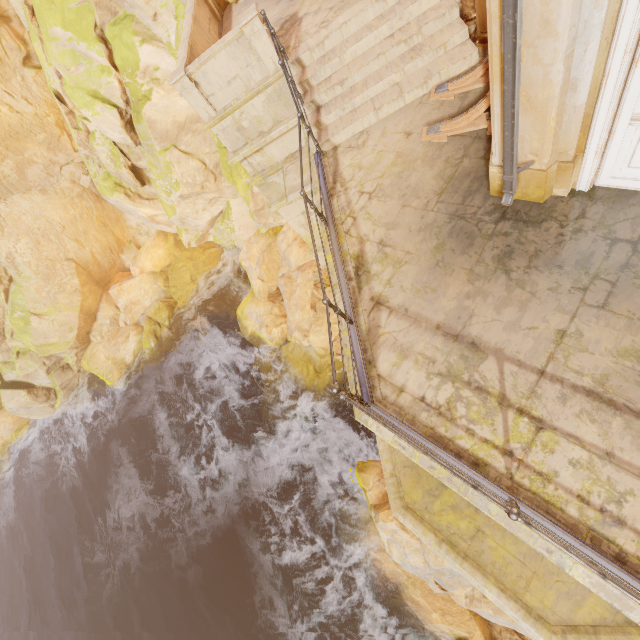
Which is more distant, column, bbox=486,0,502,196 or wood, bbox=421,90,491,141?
wood, bbox=421,90,491,141

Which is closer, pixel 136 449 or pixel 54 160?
pixel 54 160

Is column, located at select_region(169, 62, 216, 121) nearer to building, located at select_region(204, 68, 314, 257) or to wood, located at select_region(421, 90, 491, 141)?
building, located at select_region(204, 68, 314, 257)

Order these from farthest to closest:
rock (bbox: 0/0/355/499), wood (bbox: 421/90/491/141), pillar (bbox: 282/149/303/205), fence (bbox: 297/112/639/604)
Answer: rock (bbox: 0/0/355/499) < pillar (bbox: 282/149/303/205) < wood (bbox: 421/90/491/141) < fence (bbox: 297/112/639/604)

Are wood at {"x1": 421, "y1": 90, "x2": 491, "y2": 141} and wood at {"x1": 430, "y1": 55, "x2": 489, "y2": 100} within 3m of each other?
yes

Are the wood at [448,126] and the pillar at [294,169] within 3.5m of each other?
yes

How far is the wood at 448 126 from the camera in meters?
5.3

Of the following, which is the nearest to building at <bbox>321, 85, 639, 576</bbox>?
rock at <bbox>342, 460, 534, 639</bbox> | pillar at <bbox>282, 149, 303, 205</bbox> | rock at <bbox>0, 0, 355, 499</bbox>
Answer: rock at <bbox>342, 460, 534, 639</bbox>
